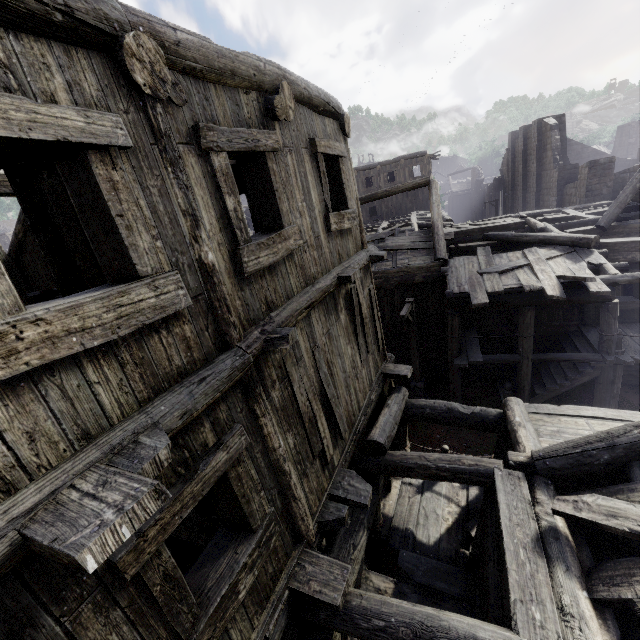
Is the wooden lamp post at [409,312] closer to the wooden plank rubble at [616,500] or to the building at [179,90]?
the building at [179,90]

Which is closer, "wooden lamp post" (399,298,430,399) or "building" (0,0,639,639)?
"building" (0,0,639,639)

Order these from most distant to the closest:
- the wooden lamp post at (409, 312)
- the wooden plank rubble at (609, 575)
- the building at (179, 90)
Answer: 1. the wooden lamp post at (409, 312)
2. the wooden plank rubble at (609, 575)
3. the building at (179, 90)

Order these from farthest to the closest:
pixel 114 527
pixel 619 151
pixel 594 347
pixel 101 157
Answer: pixel 619 151 < pixel 594 347 < pixel 101 157 < pixel 114 527

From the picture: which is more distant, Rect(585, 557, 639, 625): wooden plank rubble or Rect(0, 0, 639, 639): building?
Rect(585, 557, 639, 625): wooden plank rubble

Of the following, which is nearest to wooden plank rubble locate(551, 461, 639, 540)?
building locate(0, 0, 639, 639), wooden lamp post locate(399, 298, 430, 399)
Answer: building locate(0, 0, 639, 639)

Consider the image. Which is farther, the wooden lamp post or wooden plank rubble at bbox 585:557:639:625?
the wooden lamp post
